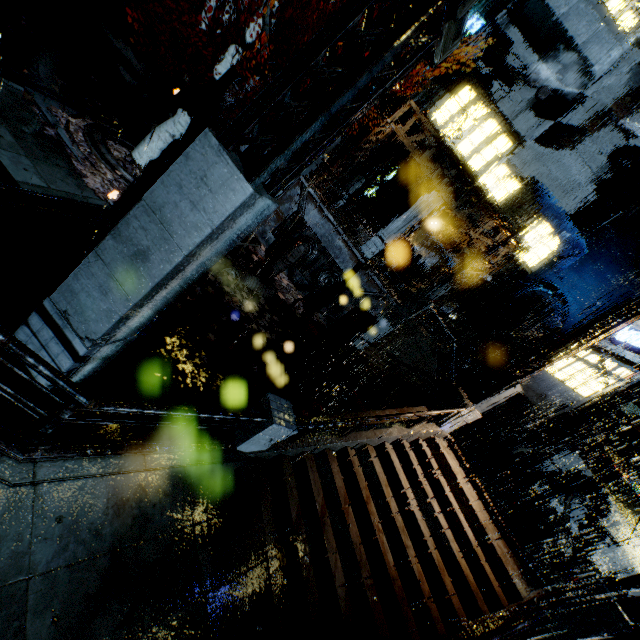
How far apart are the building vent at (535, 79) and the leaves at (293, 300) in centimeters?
2076cm

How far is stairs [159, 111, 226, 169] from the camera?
13.90m

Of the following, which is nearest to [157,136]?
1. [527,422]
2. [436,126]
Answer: [436,126]

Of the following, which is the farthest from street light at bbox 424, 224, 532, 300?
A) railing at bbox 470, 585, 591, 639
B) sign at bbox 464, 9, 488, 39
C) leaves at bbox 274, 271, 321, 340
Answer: sign at bbox 464, 9, 488, 39

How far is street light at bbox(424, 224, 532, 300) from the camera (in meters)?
15.98

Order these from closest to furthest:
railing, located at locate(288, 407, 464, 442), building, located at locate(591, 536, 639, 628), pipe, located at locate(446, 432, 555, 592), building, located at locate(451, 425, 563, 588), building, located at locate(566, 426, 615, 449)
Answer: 1. building, located at locate(591, 536, 639, 628)
2. railing, located at locate(288, 407, 464, 442)
3. pipe, located at locate(446, 432, 555, 592)
4. building, located at locate(451, 425, 563, 588)
5. building, located at locate(566, 426, 615, 449)

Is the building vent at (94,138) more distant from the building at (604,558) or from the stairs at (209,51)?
the building at (604,558)

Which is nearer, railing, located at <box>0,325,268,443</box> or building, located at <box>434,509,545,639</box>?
railing, located at <box>0,325,268,443</box>
